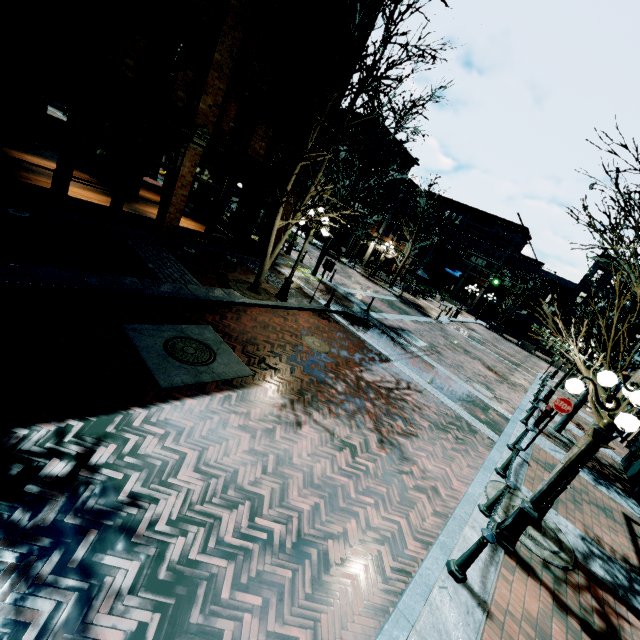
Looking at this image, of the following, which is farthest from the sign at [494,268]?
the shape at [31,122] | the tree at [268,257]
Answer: the shape at [31,122]

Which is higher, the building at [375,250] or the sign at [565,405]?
the building at [375,250]

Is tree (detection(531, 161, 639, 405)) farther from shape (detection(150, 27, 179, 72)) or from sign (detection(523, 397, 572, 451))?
shape (detection(150, 27, 179, 72))

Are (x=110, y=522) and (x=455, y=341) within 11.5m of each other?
no

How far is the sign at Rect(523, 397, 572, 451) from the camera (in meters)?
9.05

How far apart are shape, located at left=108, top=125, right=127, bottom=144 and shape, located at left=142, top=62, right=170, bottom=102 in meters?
5.1

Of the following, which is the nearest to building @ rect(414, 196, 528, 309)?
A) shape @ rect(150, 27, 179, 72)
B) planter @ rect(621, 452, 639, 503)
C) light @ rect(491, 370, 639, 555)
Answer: planter @ rect(621, 452, 639, 503)

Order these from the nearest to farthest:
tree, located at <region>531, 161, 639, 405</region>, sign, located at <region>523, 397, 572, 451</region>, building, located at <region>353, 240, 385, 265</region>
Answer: tree, located at <region>531, 161, 639, 405</region>
sign, located at <region>523, 397, 572, 451</region>
building, located at <region>353, 240, 385, 265</region>
